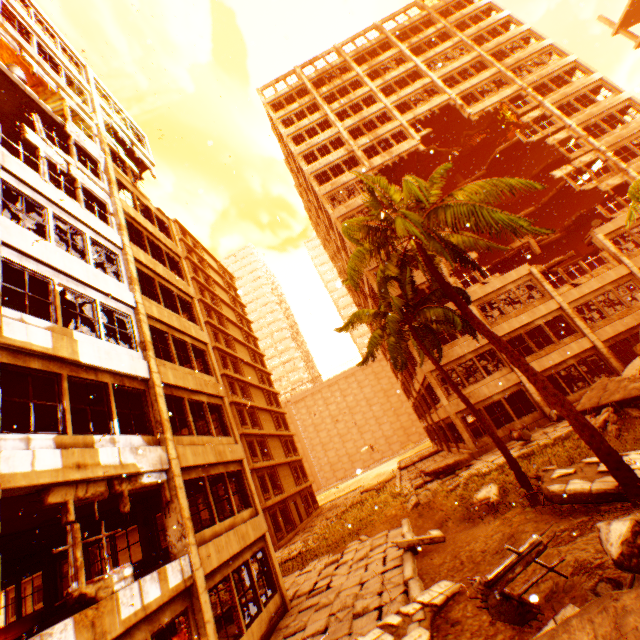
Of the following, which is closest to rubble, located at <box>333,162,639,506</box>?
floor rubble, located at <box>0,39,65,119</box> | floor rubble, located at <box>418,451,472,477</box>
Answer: floor rubble, located at <box>0,39,65,119</box>

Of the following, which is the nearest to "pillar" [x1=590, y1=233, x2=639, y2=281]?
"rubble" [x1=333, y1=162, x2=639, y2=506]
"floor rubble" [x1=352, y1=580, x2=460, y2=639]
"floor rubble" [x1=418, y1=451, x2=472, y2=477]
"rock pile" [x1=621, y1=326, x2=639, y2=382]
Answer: "rock pile" [x1=621, y1=326, x2=639, y2=382]

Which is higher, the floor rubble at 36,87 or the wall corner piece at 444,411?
the floor rubble at 36,87

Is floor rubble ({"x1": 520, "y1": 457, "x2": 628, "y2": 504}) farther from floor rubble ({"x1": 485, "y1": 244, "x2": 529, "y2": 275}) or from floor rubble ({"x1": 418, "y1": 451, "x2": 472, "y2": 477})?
floor rubble ({"x1": 485, "y1": 244, "x2": 529, "y2": 275})

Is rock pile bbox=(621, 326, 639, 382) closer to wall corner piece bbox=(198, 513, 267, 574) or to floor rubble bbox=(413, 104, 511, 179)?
wall corner piece bbox=(198, 513, 267, 574)

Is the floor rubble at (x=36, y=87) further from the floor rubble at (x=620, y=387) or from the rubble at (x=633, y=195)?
the floor rubble at (x=620, y=387)

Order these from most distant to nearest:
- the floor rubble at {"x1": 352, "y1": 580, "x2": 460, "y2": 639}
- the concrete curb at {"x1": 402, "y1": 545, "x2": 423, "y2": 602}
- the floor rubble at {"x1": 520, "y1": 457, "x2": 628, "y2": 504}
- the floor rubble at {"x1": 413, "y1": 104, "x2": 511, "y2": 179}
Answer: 1. the floor rubble at {"x1": 413, "y1": 104, "x2": 511, "y2": 179}
2. the concrete curb at {"x1": 402, "y1": 545, "x2": 423, "y2": 602}
3. the floor rubble at {"x1": 520, "y1": 457, "x2": 628, "y2": 504}
4. the floor rubble at {"x1": 352, "y1": 580, "x2": 460, "y2": 639}

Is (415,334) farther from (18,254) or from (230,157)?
(230,157)
